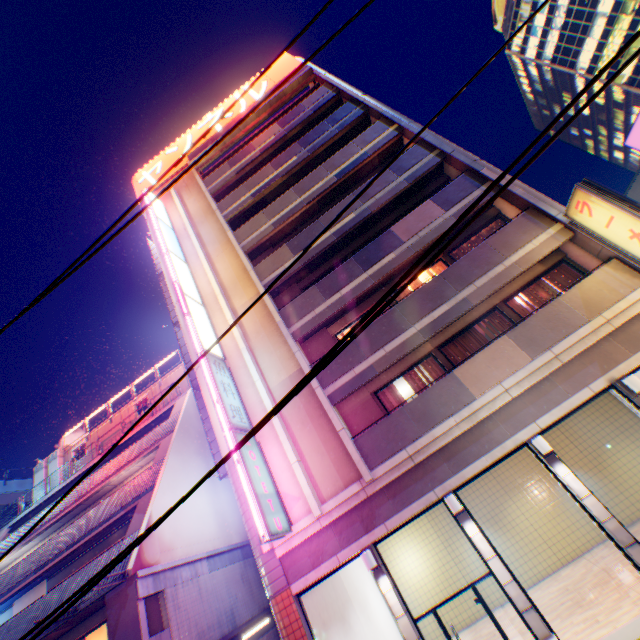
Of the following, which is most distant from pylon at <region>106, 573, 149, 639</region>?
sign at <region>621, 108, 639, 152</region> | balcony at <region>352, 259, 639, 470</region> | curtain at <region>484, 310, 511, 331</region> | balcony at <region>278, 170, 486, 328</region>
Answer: sign at <region>621, 108, 639, 152</region>

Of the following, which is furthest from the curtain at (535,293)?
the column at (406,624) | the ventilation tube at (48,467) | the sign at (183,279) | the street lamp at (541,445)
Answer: the ventilation tube at (48,467)

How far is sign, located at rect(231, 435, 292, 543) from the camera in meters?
9.2

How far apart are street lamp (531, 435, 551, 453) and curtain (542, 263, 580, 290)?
4.7m

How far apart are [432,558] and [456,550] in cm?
115

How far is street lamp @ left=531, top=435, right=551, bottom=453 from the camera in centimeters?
850cm

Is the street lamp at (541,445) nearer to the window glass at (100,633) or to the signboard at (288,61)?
the window glass at (100,633)

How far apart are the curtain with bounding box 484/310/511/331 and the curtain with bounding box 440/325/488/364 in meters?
0.3
